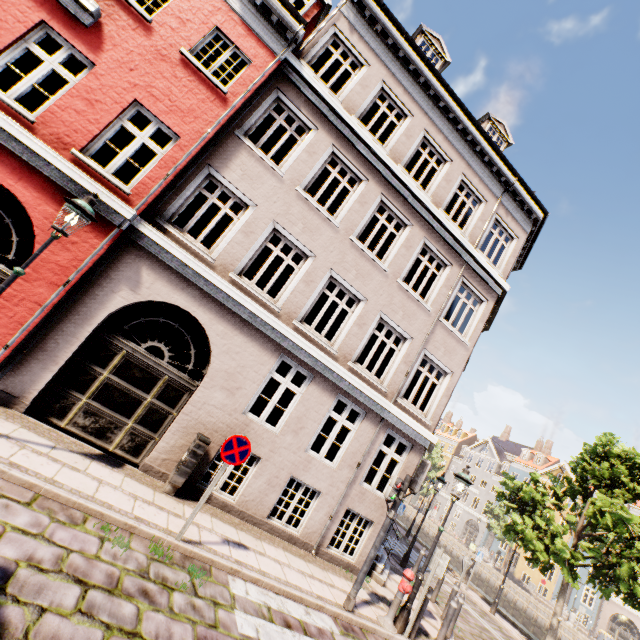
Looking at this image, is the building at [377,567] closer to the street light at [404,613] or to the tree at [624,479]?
the street light at [404,613]

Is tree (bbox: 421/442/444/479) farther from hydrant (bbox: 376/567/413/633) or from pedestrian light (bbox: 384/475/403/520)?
pedestrian light (bbox: 384/475/403/520)

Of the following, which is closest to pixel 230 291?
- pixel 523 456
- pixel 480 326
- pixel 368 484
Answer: pixel 480 326

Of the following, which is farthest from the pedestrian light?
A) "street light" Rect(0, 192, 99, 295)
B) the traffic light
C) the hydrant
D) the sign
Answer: "street light" Rect(0, 192, 99, 295)

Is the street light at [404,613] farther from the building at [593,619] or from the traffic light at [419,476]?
the building at [593,619]

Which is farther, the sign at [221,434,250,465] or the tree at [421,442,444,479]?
the tree at [421,442,444,479]

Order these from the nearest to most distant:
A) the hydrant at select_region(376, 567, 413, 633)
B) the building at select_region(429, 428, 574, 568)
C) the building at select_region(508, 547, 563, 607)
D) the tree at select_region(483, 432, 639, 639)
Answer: the hydrant at select_region(376, 567, 413, 633) → the tree at select_region(483, 432, 639, 639) → the building at select_region(508, 547, 563, 607) → the building at select_region(429, 428, 574, 568)

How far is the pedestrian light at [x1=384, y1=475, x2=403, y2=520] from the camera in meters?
7.2
